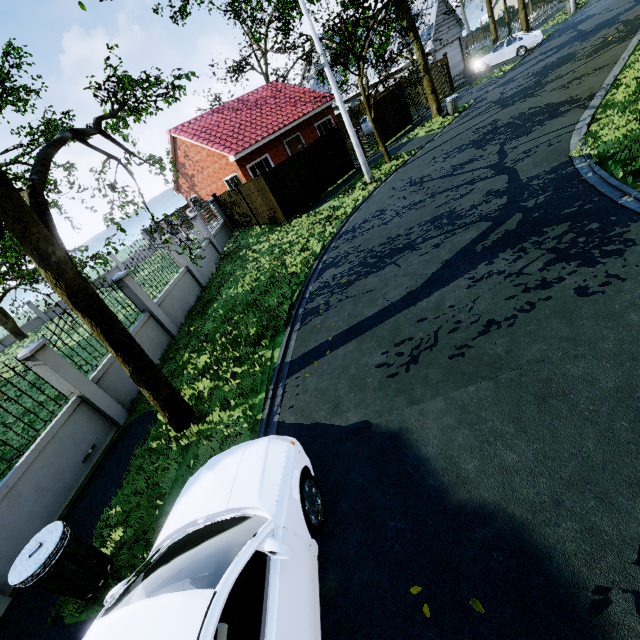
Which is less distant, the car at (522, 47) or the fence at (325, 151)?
the fence at (325, 151)

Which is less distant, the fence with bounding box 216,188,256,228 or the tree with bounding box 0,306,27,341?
the fence with bounding box 216,188,256,228

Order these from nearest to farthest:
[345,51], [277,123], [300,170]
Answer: Answer: [345,51] < [300,170] < [277,123]

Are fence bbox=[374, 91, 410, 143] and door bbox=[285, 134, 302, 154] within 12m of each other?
yes

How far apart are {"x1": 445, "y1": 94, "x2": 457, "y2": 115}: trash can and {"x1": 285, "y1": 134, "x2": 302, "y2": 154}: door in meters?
9.5 m

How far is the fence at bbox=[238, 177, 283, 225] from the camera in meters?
15.7

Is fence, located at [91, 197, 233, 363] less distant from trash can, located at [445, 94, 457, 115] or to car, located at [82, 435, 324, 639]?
car, located at [82, 435, 324, 639]

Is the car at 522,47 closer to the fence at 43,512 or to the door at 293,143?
the door at 293,143
